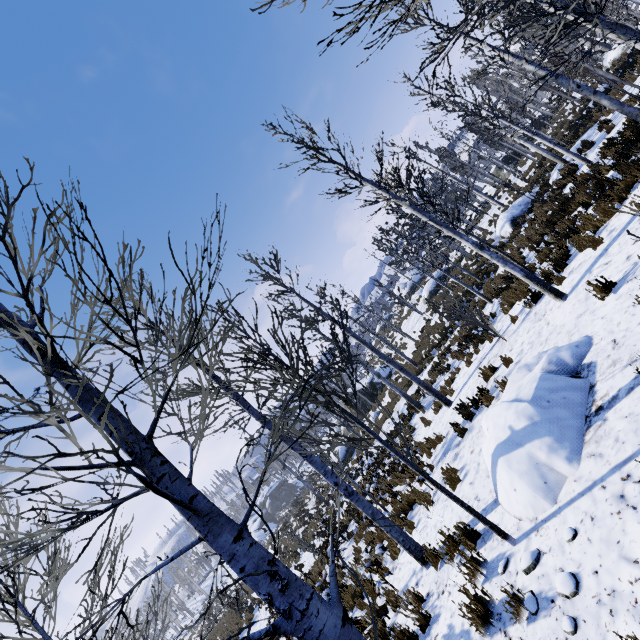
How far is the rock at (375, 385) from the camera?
30.5m

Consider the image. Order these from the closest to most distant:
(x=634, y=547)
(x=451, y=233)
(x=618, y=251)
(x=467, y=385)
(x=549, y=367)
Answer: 1. (x=634, y=547)
2. (x=549, y=367)
3. (x=618, y=251)
4. (x=451, y=233)
5. (x=467, y=385)

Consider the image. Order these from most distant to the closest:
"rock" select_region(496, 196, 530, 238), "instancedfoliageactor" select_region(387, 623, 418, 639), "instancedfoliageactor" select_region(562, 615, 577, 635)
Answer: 1. "rock" select_region(496, 196, 530, 238)
2. "instancedfoliageactor" select_region(387, 623, 418, 639)
3. "instancedfoliageactor" select_region(562, 615, 577, 635)

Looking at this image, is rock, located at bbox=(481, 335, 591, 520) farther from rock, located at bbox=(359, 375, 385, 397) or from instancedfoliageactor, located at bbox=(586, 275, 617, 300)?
rock, located at bbox=(359, 375, 385, 397)

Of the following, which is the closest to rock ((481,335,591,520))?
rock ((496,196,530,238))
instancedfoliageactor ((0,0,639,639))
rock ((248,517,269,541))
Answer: instancedfoliageactor ((0,0,639,639))

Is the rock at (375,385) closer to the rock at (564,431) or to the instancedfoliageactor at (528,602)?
the rock at (564,431)

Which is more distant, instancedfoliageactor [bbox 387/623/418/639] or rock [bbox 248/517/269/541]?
rock [bbox 248/517/269/541]

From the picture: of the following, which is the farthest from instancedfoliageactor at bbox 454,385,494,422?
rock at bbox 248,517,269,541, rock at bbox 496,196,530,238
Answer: rock at bbox 248,517,269,541
